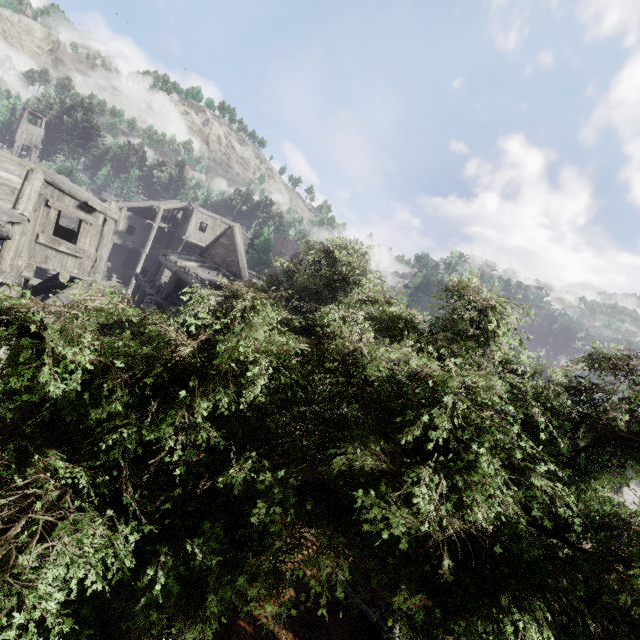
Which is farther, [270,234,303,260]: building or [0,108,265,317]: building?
[270,234,303,260]: building

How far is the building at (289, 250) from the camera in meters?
52.4 m

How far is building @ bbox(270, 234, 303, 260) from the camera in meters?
52.4

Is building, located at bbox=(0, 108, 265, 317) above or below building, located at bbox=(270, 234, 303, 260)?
below

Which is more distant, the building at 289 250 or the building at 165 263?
the building at 289 250

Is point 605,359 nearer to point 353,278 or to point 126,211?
point 353,278
